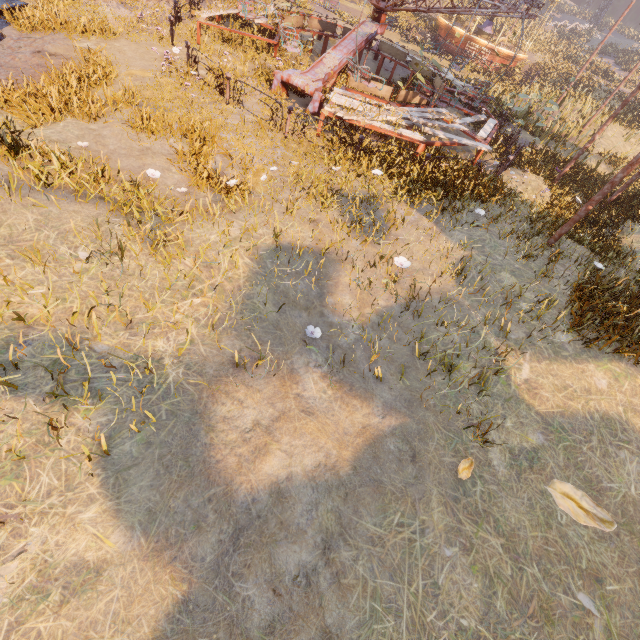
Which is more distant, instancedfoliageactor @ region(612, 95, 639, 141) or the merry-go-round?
instancedfoliageactor @ region(612, 95, 639, 141)

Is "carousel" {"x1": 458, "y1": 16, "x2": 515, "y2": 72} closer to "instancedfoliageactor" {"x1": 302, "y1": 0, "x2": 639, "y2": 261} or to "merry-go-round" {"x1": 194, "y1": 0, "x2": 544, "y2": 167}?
"instancedfoliageactor" {"x1": 302, "y1": 0, "x2": 639, "y2": 261}

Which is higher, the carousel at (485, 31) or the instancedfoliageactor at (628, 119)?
the carousel at (485, 31)

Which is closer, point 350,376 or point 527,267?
point 350,376

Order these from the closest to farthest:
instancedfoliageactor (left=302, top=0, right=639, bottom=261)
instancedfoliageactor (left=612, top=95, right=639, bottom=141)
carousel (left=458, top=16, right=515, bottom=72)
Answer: instancedfoliageactor (left=302, top=0, right=639, bottom=261), instancedfoliageactor (left=612, top=95, right=639, bottom=141), carousel (left=458, top=16, right=515, bottom=72)

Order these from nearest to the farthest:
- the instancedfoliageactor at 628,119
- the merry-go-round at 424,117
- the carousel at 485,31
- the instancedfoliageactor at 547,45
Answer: the instancedfoliageactor at 547,45, the merry-go-round at 424,117, the instancedfoliageactor at 628,119, the carousel at 485,31
